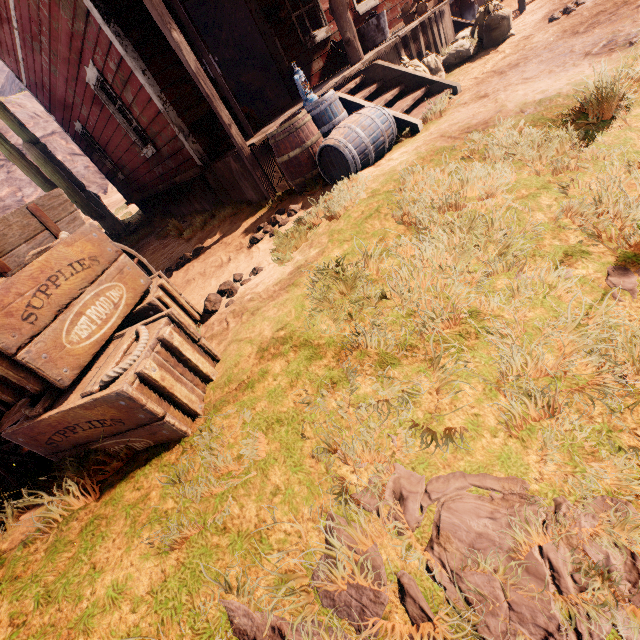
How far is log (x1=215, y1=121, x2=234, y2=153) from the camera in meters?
5.9

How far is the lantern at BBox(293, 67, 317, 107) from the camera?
4.33m

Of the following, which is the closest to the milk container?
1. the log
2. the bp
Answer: the bp

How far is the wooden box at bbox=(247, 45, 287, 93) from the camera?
13.1 meters

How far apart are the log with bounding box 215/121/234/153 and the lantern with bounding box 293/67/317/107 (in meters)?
1.79

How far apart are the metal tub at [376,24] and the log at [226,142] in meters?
3.5 m

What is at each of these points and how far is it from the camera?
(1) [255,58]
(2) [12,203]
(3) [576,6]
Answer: (1) wooden box, 13.38m
(2) z, 24.47m
(3) z, 5.52m

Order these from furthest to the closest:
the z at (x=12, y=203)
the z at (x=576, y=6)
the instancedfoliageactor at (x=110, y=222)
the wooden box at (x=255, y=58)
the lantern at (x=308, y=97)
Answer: the z at (x=12, y=203) < the wooden box at (x=255, y=58) < the instancedfoliageactor at (x=110, y=222) < the lantern at (x=308, y=97) < the z at (x=576, y=6)
